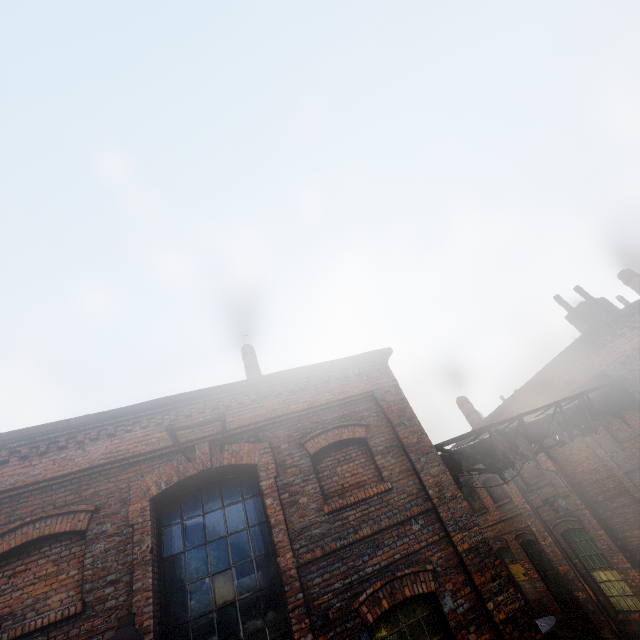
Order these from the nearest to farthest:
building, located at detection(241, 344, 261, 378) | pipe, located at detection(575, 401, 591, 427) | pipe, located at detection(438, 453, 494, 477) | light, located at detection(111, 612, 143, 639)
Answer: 1. light, located at detection(111, 612, 143, 639)
2. pipe, located at detection(438, 453, 494, 477)
3. pipe, located at detection(575, 401, 591, 427)
4. building, located at detection(241, 344, 261, 378)

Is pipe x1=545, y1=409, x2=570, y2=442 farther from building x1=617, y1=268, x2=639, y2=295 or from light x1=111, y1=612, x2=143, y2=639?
building x1=617, y1=268, x2=639, y2=295

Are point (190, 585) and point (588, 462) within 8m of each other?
no

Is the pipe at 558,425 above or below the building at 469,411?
below

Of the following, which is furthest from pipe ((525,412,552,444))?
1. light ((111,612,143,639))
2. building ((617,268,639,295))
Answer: building ((617,268,639,295))

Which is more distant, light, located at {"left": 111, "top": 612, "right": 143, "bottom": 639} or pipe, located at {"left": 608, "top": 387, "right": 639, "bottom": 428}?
pipe, located at {"left": 608, "top": 387, "right": 639, "bottom": 428}

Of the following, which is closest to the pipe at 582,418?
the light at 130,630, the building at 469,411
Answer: the building at 469,411

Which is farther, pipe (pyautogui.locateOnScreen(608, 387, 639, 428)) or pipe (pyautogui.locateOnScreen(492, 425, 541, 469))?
pipe (pyautogui.locateOnScreen(608, 387, 639, 428))
